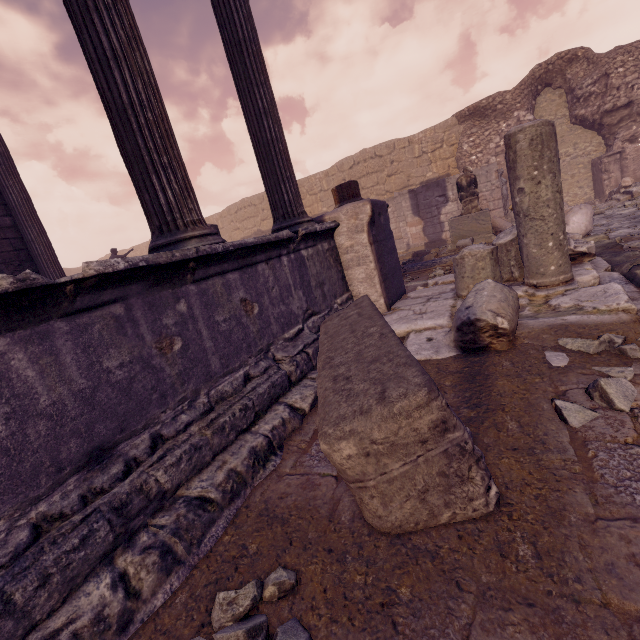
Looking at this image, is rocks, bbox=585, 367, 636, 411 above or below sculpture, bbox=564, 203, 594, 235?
below

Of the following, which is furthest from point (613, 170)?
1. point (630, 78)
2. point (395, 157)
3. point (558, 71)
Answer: point (395, 157)

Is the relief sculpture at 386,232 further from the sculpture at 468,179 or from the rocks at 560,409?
the sculpture at 468,179

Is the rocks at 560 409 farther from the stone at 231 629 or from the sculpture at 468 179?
the sculpture at 468 179

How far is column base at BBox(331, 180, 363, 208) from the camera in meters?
5.9 m

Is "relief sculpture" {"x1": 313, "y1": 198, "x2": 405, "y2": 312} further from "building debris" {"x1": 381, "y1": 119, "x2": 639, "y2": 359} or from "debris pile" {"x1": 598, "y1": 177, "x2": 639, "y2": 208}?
"debris pile" {"x1": 598, "y1": 177, "x2": 639, "y2": 208}

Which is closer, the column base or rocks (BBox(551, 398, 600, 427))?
rocks (BBox(551, 398, 600, 427))

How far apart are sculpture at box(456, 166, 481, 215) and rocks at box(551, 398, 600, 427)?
8.1 meters
